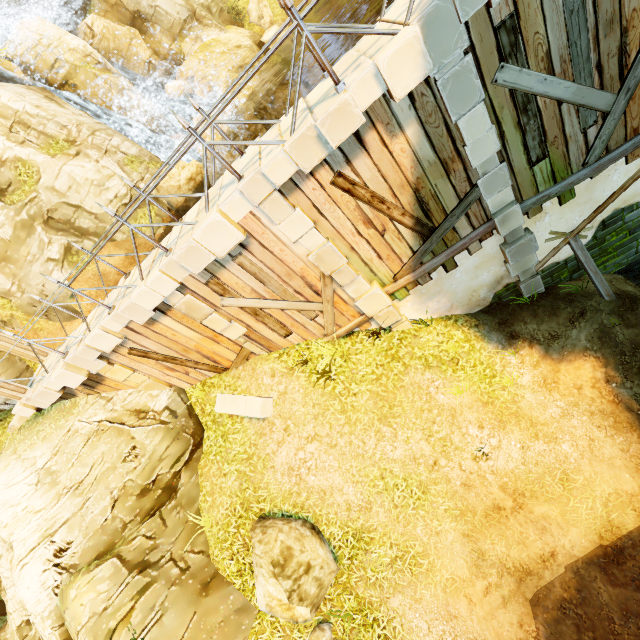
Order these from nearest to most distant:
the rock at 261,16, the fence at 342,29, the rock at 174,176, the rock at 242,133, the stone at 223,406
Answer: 1. the fence at 342,29
2. the stone at 223,406
3. the rock at 174,176
4. the rock at 242,133
5. the rock at 261,16

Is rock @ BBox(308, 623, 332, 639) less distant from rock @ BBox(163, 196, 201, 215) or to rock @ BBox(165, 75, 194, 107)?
rock @ BBox(163, 196, 201, 215)

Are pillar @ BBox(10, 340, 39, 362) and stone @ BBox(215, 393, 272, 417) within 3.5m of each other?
no

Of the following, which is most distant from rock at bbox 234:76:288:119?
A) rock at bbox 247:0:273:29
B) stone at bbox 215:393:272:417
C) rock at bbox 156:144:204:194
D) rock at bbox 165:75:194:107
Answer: stone at bbox 215:393:272:417

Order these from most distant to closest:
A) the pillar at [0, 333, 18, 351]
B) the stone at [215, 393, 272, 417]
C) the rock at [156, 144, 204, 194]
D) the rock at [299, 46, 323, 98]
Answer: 1. the rock at [299, 46, 323, 98]
2. the rock at [156, 144, 204, 194]
3. the pillar at [0, 333, 18, 351]
4. the stone at [215, 393, 272, 417]

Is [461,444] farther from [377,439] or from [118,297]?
[118,297]

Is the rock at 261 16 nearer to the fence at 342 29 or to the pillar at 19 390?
the fence at 342 29

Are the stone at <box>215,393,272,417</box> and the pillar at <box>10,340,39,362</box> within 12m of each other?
yes
